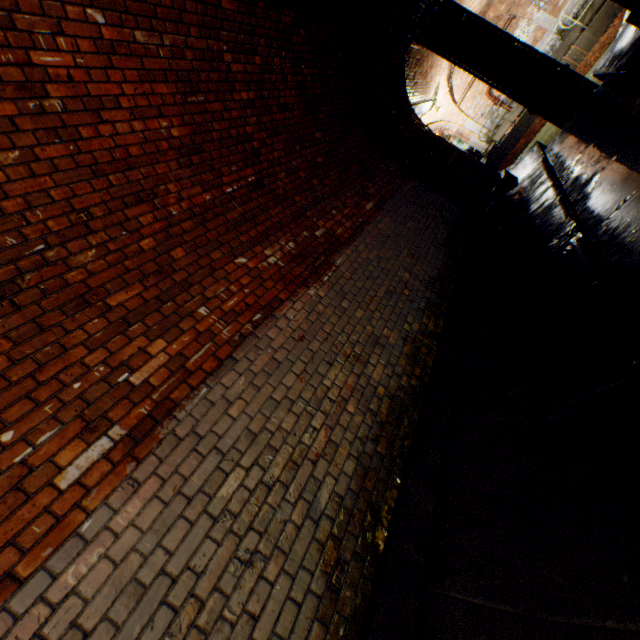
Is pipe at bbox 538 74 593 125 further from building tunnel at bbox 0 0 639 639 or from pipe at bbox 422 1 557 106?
building tunnel at bbox 0 0 639 639

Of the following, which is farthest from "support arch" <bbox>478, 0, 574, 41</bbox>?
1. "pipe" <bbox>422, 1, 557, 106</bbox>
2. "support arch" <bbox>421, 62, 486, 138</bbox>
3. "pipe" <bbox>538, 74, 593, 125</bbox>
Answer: "pipe" <bbox>538, 74, 593, 125</bbox>

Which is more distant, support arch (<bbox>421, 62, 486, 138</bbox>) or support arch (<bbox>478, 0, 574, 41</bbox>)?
support arch (<bbox>421, 62, 486, 138</bbox>)

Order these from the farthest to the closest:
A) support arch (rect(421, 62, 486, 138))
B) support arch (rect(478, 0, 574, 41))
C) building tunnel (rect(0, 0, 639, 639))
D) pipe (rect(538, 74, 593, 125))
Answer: support arch (rect(421, 62, 486, 138)), support arch (rect(478, 0, 574, 41)), pipe (rect(538, 74, 593, 125)), building tunnel (rect(0, 0, 639, 639))

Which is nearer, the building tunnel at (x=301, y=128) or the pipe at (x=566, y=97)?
the building tunnel at (x=301, y=128)

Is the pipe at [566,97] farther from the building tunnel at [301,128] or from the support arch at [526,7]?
the support arch at [526,7]

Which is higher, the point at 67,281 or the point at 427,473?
the point at 67,281

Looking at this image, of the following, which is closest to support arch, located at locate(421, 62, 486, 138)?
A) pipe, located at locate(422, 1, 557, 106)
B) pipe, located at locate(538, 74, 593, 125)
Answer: pipe, located at locate(422, 1, 557, 106)
